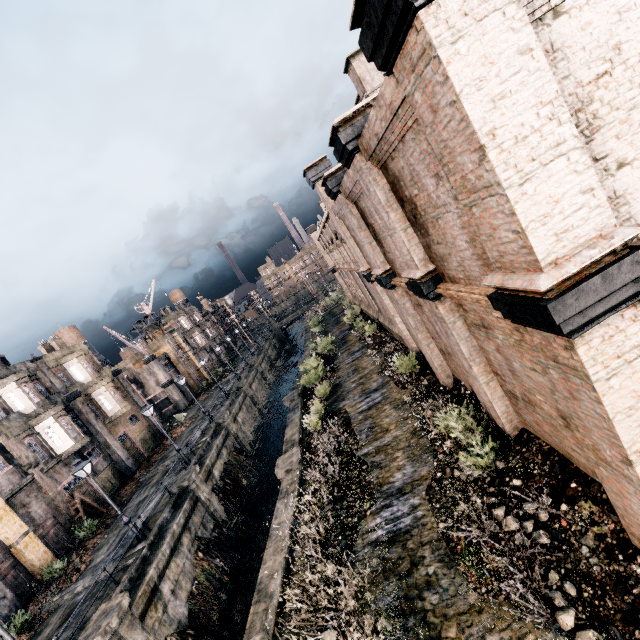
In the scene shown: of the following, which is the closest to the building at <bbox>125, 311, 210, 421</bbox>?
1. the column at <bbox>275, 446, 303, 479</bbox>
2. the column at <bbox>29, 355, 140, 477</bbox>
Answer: the column at <bbox>29, 355, 140, 477</bbox>

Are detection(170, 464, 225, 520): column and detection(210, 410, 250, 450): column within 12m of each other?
yes

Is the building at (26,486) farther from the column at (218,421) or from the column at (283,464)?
the column at (283,464)

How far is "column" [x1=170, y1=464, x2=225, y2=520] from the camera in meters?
21.2

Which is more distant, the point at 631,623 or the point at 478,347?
the point at 478,347

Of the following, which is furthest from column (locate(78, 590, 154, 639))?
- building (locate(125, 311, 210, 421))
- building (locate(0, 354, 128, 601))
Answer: building (locate(125, 311, 210, 421))

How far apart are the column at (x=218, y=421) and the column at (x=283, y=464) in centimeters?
1376cm

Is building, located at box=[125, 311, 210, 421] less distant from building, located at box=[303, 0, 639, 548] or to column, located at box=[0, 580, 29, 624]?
building, located at box=[303, 0, 639, 548]
